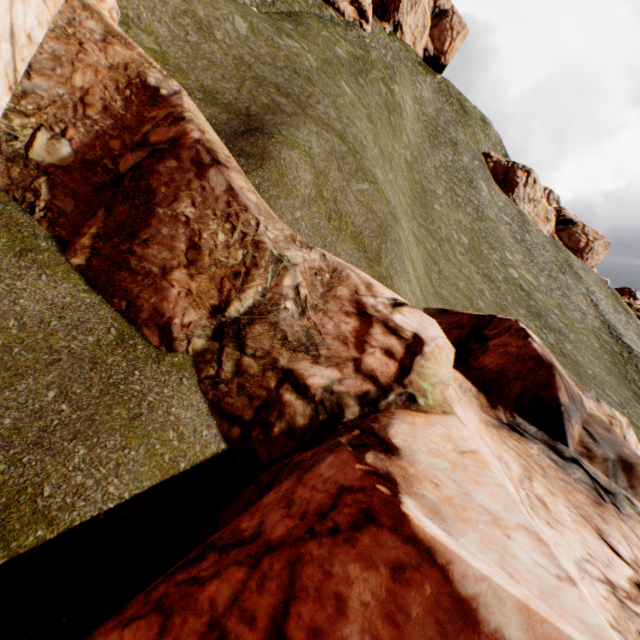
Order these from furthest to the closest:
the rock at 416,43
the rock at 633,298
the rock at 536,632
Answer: the rock at 416,43, the rock at 633,298, the rock at 536,632

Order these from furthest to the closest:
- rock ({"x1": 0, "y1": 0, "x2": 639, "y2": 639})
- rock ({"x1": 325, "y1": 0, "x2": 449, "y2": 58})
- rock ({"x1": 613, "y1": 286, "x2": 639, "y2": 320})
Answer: rock ({"x1": 325, "y1": 0, "x2": 449, "y2": 58}), rock ({"x1": 613, "y1": 286, "x2": 639, "y2": 320}), rock ({"x1": 0, "y1": 0, "x2": 639, "y2": 639})

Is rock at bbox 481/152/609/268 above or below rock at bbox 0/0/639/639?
above

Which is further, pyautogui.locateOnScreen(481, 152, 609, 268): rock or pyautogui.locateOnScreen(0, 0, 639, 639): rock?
pyautogui.locateOnScreen(481, 152, 609, 268): rock

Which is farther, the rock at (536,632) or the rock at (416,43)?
the rock at (416,43)

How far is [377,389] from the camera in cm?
586
